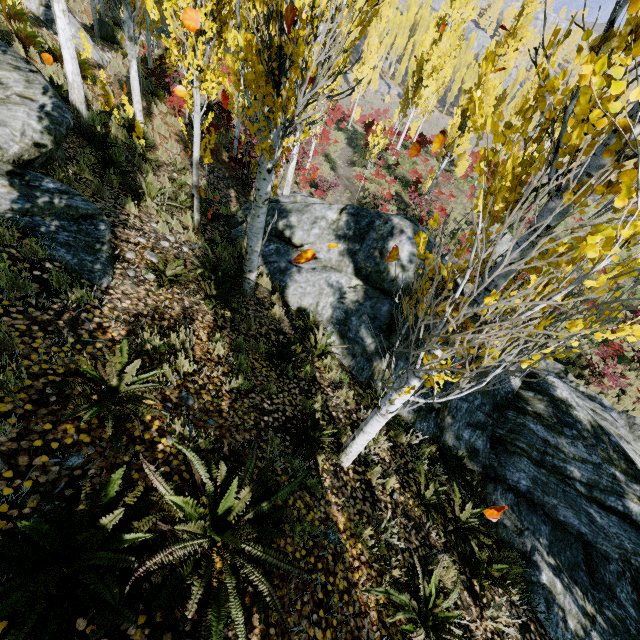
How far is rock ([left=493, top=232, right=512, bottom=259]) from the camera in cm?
1934

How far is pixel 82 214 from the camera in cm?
453

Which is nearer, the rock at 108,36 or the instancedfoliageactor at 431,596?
the instancedfoliageactor at 431,596

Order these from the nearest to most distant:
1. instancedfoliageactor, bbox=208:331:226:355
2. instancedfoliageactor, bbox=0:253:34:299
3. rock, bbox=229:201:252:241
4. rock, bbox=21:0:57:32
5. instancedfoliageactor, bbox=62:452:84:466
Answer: instancedfoliageactor, bbox=62:452:84:466 < instancedfoliageactor, bbox=0:253:34:299 < instancedfoliageactor, bbox=208:331:226:355 < rock, bbox=229:201:252:241 < rock, bbox=21:0:57:32

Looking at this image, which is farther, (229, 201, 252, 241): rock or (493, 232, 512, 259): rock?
(493, 232, 512, 259): rock

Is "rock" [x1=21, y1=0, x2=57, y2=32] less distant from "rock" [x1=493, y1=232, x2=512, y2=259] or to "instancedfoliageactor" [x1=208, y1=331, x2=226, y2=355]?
"instancedfoliageactor" [x1=208, y1=331, x2=226, y2=355]

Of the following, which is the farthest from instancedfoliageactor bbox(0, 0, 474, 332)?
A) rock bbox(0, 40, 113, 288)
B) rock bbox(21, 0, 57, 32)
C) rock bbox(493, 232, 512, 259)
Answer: rock bbox(21, 0, 57, 32)

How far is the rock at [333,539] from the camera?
3.5m
